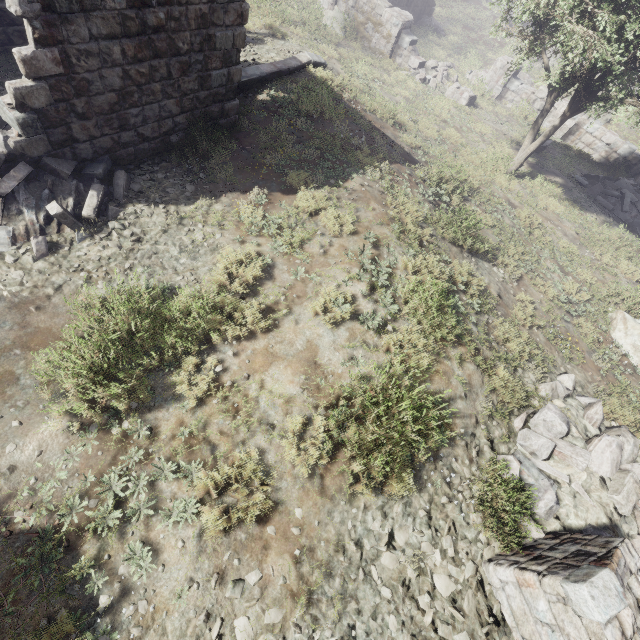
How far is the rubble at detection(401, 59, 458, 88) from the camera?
17.59m

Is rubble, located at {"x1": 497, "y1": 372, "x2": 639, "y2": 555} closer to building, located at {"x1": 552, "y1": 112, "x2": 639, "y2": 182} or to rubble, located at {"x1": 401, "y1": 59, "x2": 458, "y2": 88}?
building, located at {"x1": 552, "y1": 112, "x2": 639, "y2": 182}

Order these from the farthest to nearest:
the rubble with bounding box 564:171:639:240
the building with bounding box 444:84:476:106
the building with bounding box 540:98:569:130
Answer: the building with bounding box 540:98:569:130
the building with bounding box 444:84:476:106
the rubble with bounding box 564:171:639:240

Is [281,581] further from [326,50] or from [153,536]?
[326,50]

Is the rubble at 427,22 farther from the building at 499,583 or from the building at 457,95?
the building at 499,583

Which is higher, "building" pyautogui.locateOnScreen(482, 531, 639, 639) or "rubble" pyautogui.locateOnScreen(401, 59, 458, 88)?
"building" pyautogui.locateOnScreen(482, 531, 639, 639)

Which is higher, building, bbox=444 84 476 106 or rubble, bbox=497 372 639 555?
rubble, bbox=497 372 639 555

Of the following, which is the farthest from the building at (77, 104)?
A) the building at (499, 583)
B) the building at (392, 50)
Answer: the building at (392, 50)
